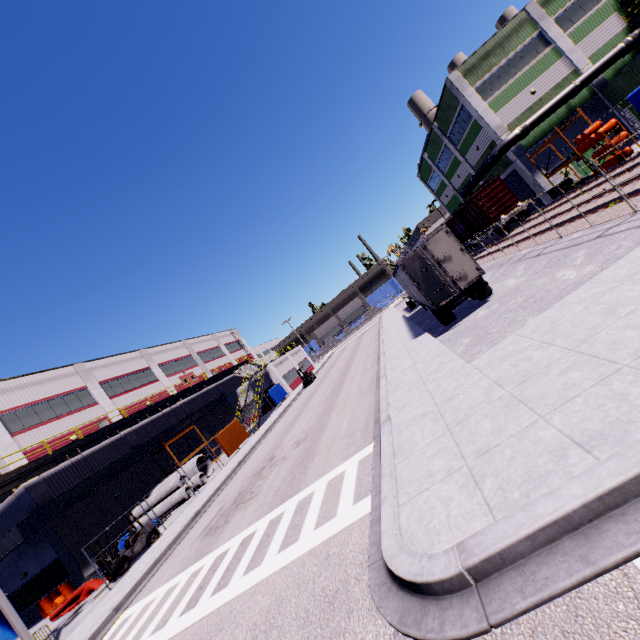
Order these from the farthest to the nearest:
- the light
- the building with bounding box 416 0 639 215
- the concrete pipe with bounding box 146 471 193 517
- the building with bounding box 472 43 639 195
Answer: the building with bounding box 416 0 639 215 → the building with bounding box 472 43 639 195 → the concrete pipe with bounding box 146 471 193 517 → the light

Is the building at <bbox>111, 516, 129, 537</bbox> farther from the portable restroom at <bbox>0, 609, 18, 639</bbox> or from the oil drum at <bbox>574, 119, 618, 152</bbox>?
the oil drum at <bbox>574, 119, 618, 152</bbox>

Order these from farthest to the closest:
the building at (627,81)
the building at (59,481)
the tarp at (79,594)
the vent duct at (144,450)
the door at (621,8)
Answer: the door at (621,8), the building at (627,81), the building at (59,481), the vent duct at (144,450), the tarp at (79,594)

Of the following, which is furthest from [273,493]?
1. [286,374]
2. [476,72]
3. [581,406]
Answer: [476,72]

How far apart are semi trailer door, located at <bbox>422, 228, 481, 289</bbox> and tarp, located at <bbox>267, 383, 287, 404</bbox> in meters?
27.4 m

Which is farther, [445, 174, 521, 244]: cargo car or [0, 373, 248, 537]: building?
[445, 174, 521, 244]: cargo car

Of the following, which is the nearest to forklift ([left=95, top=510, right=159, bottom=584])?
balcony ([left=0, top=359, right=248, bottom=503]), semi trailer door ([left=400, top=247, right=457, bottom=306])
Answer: semi trailer door ([left=400, top=247, right=457, bottom=306])

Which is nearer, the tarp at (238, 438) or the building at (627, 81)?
the tarp at (238, 438)
